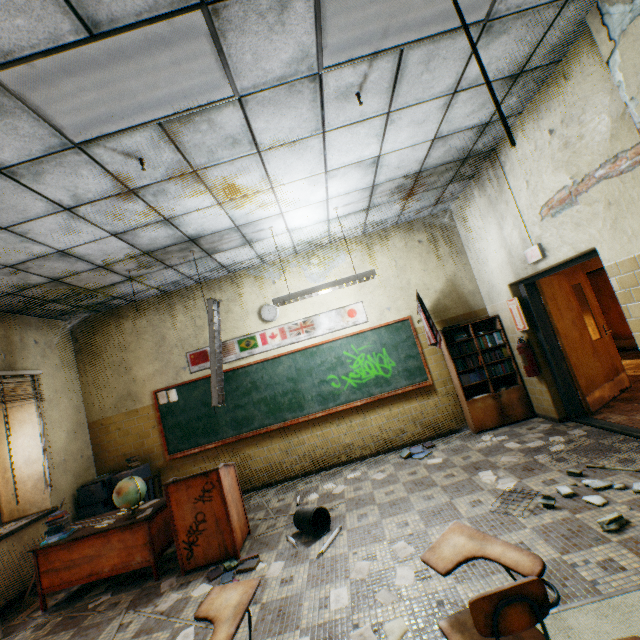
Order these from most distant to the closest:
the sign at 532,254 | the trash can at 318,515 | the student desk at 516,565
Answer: the sign at 532,254, the trash can at 318,515, the student desk at 516,565

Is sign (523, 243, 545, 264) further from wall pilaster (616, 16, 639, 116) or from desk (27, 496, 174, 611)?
desk (27, 496, 174, 611)

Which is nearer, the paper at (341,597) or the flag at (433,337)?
the paper at (341,597)

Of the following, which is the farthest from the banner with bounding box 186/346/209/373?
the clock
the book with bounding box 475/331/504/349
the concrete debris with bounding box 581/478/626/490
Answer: the concrete debris with bounding box 581/478/626/490

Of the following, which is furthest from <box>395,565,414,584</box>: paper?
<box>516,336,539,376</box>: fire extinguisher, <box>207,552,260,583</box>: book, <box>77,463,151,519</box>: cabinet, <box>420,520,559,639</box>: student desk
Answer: <box>77,463,151,519</box>: cabinet

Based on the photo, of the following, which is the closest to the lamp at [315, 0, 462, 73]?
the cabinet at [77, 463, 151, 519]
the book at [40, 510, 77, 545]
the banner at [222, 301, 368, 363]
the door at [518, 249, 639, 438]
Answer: the door at [518, 249, 639, 438]

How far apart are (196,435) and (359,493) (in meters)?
3.19

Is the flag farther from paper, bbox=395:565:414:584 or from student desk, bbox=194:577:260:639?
student desk, bbox=194:577:260:639
